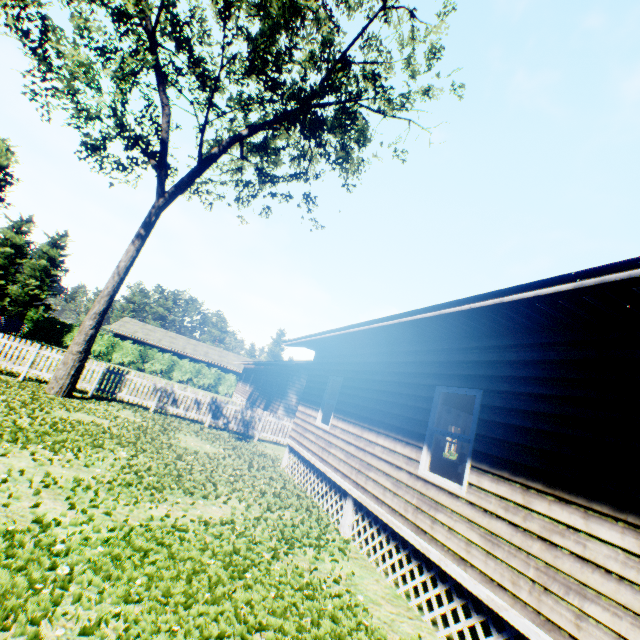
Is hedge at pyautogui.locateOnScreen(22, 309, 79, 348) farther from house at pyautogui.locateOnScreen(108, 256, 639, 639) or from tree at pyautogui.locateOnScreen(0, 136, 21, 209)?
tree at pyautogui.locateOnScreen(0, 136, 21, 209)

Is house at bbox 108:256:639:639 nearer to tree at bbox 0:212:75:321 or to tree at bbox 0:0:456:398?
tree at bbox 0:0:456:398

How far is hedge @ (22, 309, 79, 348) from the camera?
33.3m

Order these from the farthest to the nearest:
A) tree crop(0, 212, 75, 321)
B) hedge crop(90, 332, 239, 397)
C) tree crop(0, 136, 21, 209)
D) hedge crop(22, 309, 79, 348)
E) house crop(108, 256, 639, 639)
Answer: hedge crop(90, 332, 239, 397) < hedge crop(22, 309, 79, 348) < tree crop(0, 212, 75, 321) < tree crop(0, 136, 21, 209) < house crop(108, 256, 639, 639)

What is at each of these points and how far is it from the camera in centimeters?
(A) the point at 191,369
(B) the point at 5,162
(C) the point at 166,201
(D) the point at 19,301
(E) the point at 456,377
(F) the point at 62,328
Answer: (A) hedge, 3844cm
(B) tree, 2358cm
(C) tree, 1367cm
(D) tree, 3441cm
(E) house, 568cm
(F) hedge, 3422cm

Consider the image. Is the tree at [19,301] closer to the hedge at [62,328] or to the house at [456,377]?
the hedge at [62,328]

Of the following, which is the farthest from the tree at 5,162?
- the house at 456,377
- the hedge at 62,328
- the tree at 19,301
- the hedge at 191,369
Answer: the hedge at 191,369

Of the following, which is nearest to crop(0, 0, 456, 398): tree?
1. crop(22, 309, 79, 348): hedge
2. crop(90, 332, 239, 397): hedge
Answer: crop(22, 309, 79, 348): hedge
